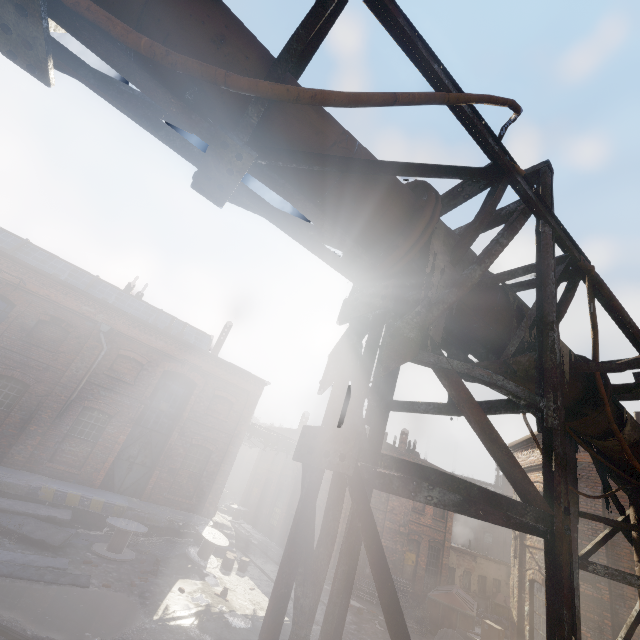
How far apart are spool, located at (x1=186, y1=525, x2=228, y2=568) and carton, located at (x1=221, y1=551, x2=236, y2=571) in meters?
0.2 m

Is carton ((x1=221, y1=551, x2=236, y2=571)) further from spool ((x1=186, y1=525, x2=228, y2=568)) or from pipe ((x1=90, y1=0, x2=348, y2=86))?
pipe ((x1=90, y1=0, x2=348, y2=86))

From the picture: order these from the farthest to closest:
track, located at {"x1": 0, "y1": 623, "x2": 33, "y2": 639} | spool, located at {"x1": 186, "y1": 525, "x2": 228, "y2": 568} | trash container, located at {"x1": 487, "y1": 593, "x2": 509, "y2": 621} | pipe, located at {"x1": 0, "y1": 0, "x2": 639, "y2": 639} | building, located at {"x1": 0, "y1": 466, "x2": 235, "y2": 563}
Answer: trash container, located at {"x1": 487, "y1": 593, "x2": 509, "y2": 621} → spool, located at {"x1": 186, "y1": 525, "x2": 228, "y2": 568} → building, located at {"x1": 0, "y1": 466, "x2": 235, "y2": 563} → track, located at {"x1": 0, "y1": 623, "x2": 33, "y2": 639} → pipe, located at {"x1": 0, "y1": 0, "x2": 639, "y2": 639}

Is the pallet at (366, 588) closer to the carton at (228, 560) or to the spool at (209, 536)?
the carton at (228, 560)

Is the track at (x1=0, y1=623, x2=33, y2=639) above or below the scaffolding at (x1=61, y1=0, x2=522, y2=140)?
below

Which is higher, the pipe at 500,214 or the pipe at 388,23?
the pipe at 388,23

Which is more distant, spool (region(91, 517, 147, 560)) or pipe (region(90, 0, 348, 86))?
spool (region(91, 517, 147, 560))

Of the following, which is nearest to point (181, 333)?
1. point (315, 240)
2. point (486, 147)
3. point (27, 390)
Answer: point (27, 390)
